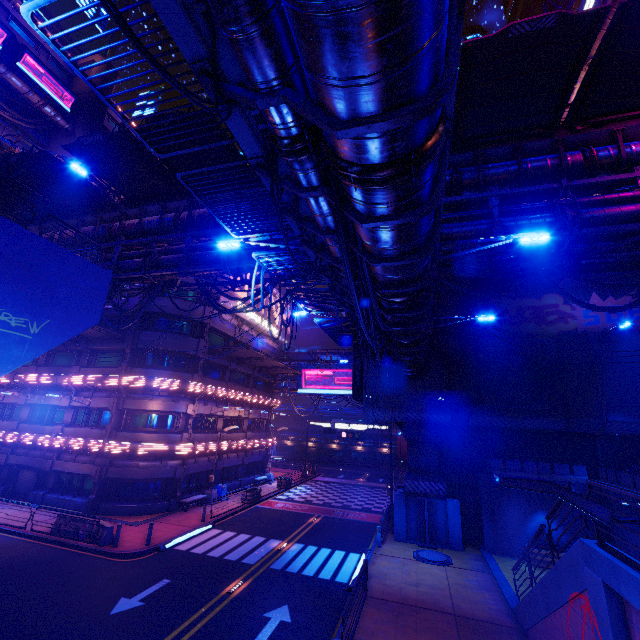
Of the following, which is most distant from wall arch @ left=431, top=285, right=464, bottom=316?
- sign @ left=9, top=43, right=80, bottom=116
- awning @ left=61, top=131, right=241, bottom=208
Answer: sign @ left=9, top=43, right=80, bottom=116

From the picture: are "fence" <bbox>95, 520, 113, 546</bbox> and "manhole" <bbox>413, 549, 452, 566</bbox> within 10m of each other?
no

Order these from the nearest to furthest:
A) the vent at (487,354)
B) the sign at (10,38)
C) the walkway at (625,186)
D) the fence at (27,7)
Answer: the fence at (27,7), the walkway at (625,186), the vent at (487,354), the sign at (10,38)

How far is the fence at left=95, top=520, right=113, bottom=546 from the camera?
16.8m

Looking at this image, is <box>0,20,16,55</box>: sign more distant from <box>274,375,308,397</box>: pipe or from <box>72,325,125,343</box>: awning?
<box>274,375,308,397</box>: pipe

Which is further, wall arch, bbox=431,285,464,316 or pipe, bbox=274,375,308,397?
pipe, bbox=274,375,308,397

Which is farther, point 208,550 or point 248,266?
point 208,550

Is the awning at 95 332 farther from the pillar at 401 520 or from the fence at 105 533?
the pillar at 401 520
